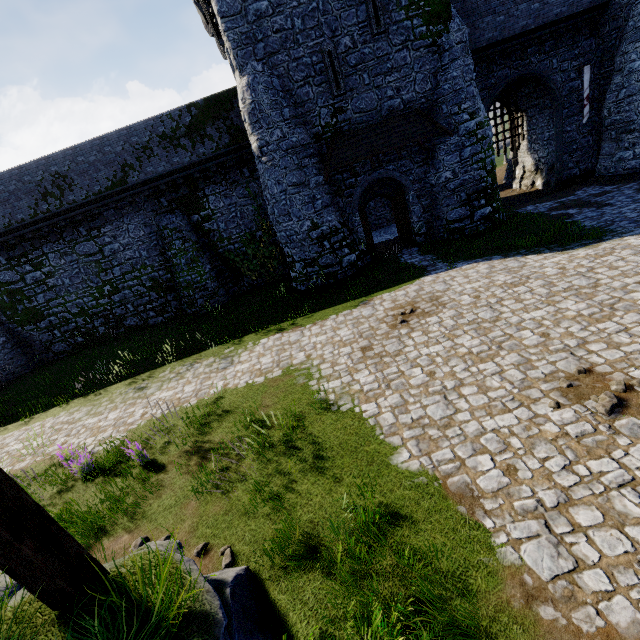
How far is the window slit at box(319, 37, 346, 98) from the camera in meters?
13.9 m

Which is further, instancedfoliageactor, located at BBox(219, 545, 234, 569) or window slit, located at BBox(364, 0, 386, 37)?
window slit, located at BBox(364, 0, 386, 37)

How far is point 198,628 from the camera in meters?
2.9

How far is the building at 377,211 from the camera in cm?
2270

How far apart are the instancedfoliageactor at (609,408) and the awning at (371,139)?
12.8m

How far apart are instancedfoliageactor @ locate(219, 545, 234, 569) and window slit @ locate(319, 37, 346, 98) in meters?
16.9

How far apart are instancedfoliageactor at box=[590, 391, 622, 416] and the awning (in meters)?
12.79

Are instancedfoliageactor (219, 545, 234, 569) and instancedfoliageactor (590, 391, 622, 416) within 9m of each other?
yes
